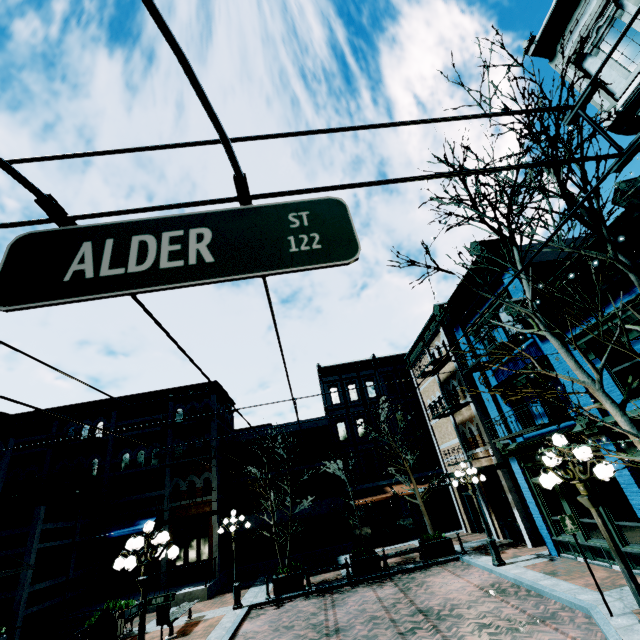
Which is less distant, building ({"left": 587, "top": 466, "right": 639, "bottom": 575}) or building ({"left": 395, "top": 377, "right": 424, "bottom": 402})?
building ({"left": 587, "top": 466, "right": 639, "bottom": 575})

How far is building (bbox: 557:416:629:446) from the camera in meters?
9.1 m

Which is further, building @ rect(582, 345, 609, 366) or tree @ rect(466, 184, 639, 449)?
building @ rect(582, 345, 609, 366)

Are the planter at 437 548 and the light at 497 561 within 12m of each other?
yes

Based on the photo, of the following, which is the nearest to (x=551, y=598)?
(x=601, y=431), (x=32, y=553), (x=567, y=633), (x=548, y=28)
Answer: (x=567, y=633)

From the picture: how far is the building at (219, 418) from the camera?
22.5 meters

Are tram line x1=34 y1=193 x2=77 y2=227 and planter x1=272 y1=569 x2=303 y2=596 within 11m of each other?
no

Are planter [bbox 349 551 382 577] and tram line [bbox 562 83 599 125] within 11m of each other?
no
